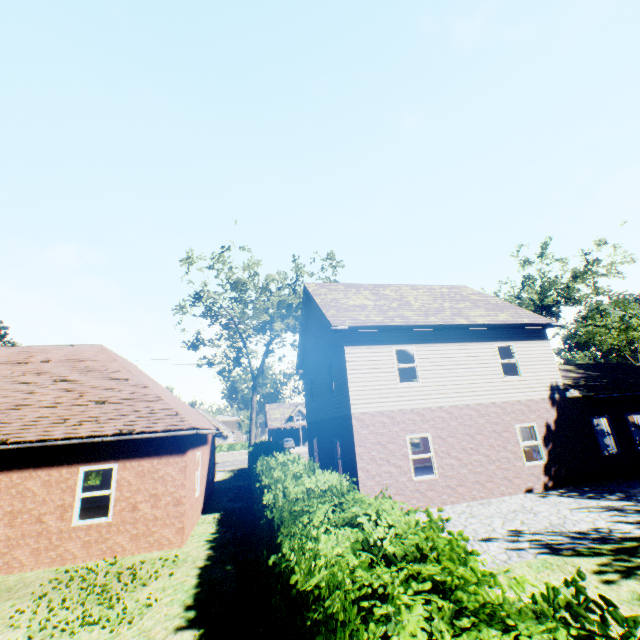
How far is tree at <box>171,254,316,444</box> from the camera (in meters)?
25.36

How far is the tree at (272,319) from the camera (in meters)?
25.36

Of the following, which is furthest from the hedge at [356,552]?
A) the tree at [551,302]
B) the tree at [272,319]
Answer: the tree at [551,302]

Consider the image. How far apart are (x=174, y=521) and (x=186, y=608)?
4.21m

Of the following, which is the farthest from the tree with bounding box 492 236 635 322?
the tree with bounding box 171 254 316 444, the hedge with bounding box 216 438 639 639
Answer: the hedge with bounding box 216 438 639 639

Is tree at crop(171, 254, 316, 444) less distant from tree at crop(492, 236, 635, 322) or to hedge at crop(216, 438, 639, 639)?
hedge at crop(216, 438, 639, 639)

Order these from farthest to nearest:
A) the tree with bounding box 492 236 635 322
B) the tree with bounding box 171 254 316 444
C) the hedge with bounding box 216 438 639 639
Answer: the tree with bounding box 492 236 635 322
the tree with bounding box 171 254 316 444
the hedge with bounding box 216 438 639 639
